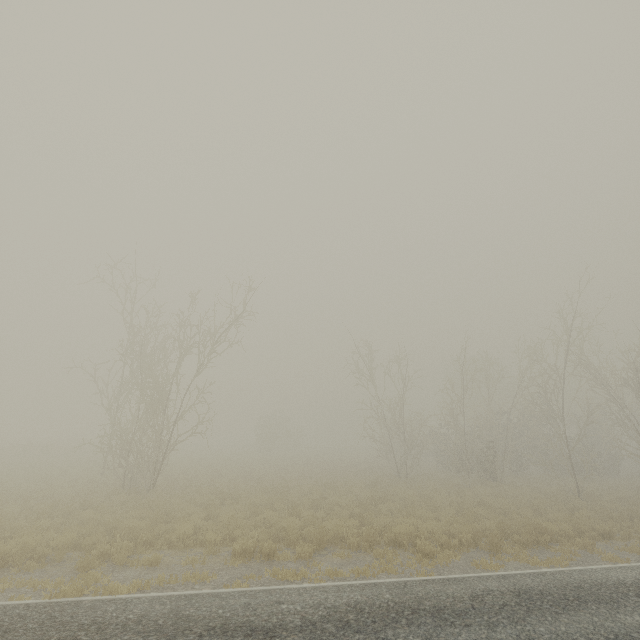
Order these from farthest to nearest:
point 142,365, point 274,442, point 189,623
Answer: point 274,442 < point 142,365 < point 189,623

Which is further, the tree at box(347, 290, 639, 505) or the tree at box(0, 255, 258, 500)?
the tree at box(347, 290, 639, 505)

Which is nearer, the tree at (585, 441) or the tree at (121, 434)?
the tree at (121, 434)
